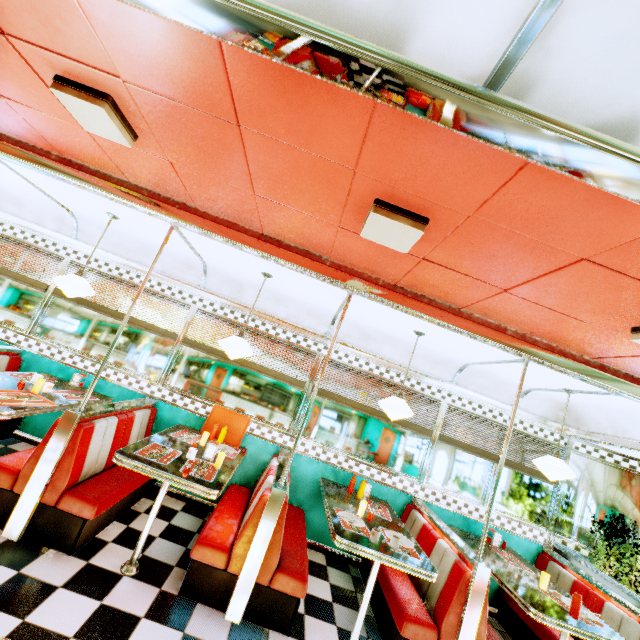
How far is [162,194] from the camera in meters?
3.0 m

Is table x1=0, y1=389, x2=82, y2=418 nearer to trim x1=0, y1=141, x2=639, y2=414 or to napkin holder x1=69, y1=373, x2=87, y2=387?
napkin holder x1=69, y1=373, x2=87, y2=387

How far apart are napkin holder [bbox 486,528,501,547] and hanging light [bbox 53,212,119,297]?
5.97m

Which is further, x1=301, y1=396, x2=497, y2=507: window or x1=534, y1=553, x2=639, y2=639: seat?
x1=301, y1=396, x2=497, y2=507: window

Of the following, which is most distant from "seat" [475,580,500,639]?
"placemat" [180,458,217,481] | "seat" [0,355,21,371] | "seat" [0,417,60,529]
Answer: "seat" [0,355,21,371]

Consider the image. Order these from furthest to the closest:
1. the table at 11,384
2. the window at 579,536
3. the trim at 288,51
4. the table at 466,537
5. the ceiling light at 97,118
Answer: the window at 579,536, the table at 466,537, the table at 11,384, the ceiling light at 97,118, the trim at 288,51

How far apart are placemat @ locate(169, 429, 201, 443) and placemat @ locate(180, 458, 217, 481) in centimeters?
50cm

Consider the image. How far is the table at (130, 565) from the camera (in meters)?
2.80
